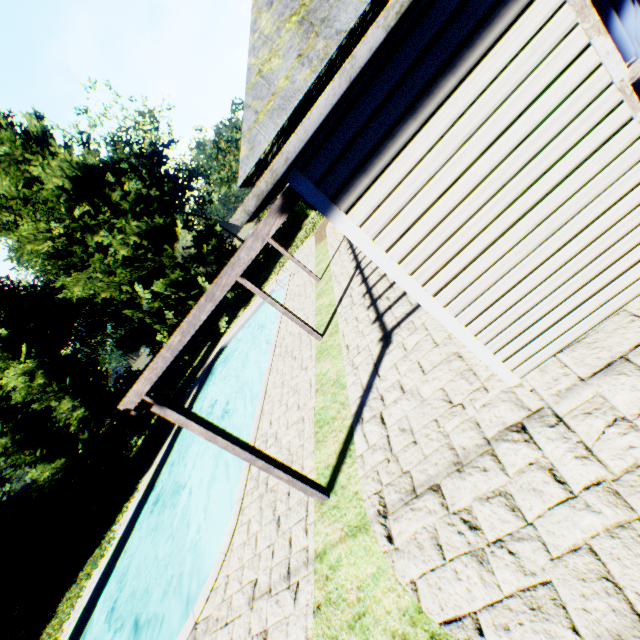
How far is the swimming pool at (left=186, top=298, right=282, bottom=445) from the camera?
11.4 meters

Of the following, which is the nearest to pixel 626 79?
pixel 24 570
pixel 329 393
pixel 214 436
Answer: pixel 214 436

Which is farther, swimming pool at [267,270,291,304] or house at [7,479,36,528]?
house at [7,479,36,528]

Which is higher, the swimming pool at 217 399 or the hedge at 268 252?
the hedge at 268 252

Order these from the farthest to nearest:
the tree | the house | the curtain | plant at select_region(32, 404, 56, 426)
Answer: plant at select_region(32, 404, 56, 426) → the house → the tree → the curtain

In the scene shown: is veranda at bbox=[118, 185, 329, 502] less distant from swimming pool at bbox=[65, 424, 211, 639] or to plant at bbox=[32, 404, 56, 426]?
swimming pool at bbox=[65, 424, 211, 639]

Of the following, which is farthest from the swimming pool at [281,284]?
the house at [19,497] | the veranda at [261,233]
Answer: the house at [19,497]

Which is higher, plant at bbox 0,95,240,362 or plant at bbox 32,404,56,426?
plant at bbox 32,404,56,426
